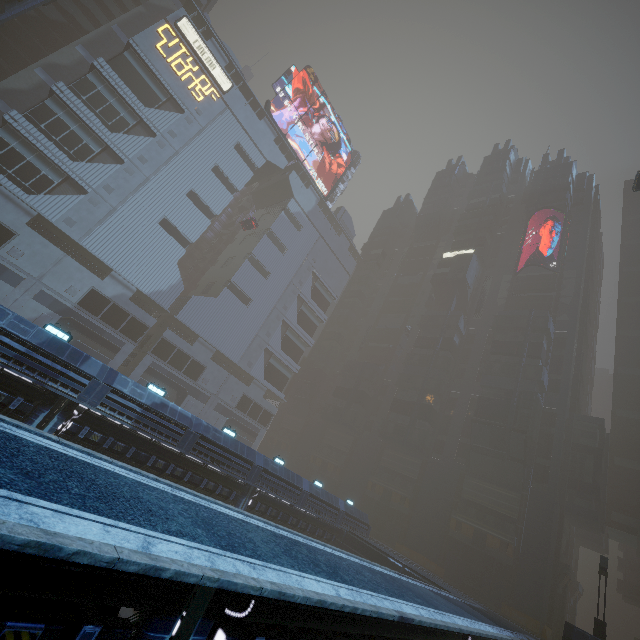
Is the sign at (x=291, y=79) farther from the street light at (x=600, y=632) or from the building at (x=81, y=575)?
the street light at (x=600, y=632)

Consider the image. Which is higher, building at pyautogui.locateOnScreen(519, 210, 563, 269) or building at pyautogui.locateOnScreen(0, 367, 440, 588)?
building at pyautogui.locateOnScreen(519, 210, 563, 269)

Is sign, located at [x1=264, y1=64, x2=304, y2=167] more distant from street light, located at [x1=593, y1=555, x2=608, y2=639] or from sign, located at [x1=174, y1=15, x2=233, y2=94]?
street light, located at [x1=593, y1=555, x2=608, y2=639]

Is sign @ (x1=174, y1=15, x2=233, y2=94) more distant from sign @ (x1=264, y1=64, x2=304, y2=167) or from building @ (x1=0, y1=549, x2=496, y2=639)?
sign @ (x1=264, y1=64, x2=304, y2=167)

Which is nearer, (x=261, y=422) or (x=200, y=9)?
(x=200, y=9)

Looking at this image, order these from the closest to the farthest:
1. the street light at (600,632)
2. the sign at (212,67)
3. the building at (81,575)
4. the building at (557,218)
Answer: the building at (81,575) → the street light at (600,632) → the sign at (212,67) → the building at (557,218)

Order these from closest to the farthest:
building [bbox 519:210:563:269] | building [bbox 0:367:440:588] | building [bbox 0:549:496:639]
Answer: building [bbox 0:549:496:639] < building [bbox 0:367:440:588] < building [bbox 519:210:563:269]
